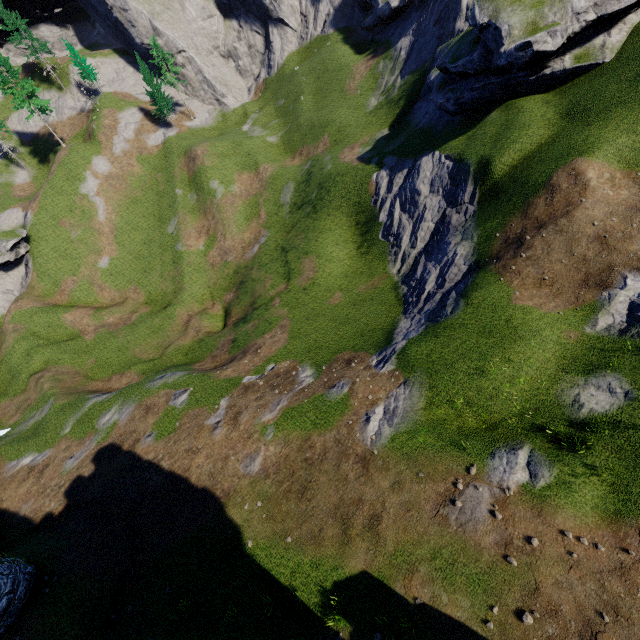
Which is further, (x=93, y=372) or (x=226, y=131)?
(x=226, y=131)
